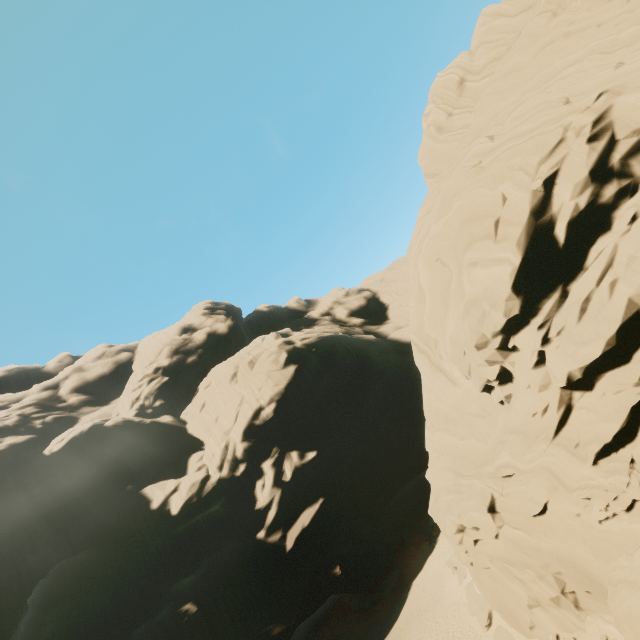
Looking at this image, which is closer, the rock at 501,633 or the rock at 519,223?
the rock at 519,223

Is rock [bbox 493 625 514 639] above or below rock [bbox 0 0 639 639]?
below

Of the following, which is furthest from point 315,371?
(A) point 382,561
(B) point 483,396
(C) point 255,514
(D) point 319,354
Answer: (B) point 483,396

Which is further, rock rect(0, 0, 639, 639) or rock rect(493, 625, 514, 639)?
rock rect(493, 625, 514, 639)

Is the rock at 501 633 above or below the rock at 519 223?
below
